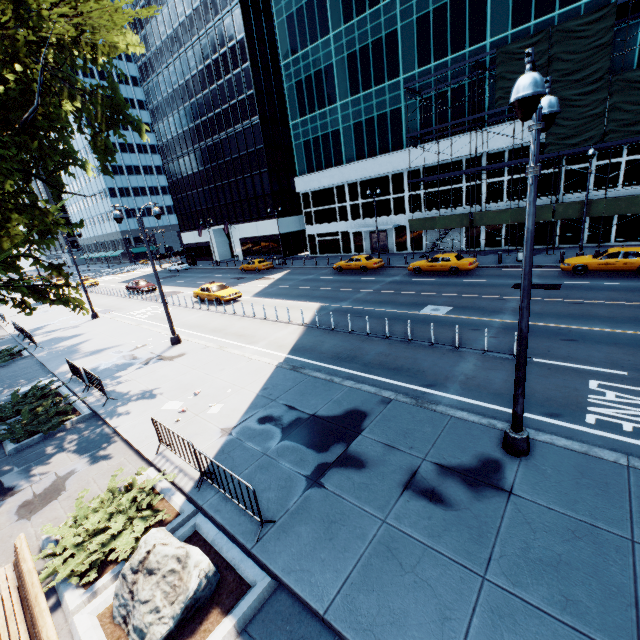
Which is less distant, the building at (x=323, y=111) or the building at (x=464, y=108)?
the building at (x=464, y=108)

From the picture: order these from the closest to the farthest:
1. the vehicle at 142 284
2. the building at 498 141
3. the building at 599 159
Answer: the building at 599 159 → the building at 498 141 → the vehicle at 142 284

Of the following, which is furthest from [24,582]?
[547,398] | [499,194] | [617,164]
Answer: [617,164]

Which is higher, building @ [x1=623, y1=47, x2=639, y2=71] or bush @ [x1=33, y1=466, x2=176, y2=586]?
building @ [x1=623, y1=47, x2=639, y2=71]

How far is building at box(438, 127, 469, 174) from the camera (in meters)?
30.47

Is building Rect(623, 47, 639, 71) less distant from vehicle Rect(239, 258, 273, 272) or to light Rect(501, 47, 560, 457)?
vehicle Rect(239, 258, 273, 272)

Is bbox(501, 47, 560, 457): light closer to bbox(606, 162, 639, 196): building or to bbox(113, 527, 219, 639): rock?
bbox(113, 527, 219, 639): rock

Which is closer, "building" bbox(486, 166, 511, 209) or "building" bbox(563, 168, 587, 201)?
"building" bbox(563, 168, 587, 201)
